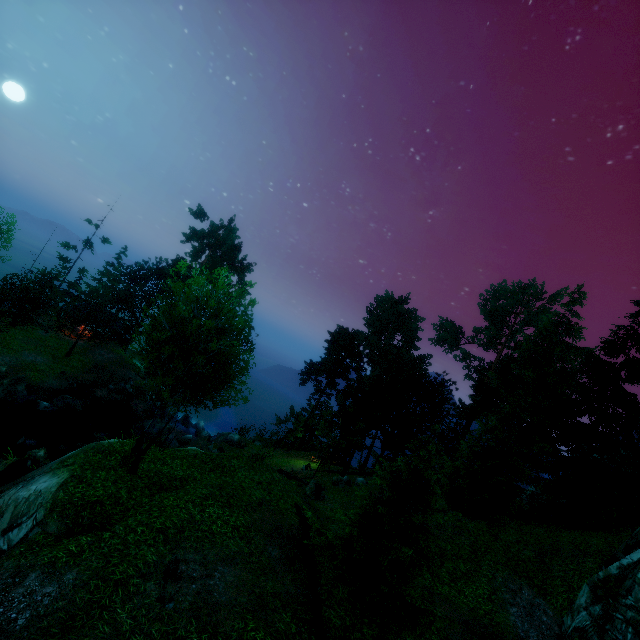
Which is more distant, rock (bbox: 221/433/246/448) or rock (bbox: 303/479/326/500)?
rock (bbox: 221/433/246/448)

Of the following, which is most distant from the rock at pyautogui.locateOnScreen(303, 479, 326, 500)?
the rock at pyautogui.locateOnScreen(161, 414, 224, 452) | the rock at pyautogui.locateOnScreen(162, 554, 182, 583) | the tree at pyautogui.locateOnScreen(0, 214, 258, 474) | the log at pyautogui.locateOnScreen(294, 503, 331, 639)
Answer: the rock at pyautogui.locateOnScreen(162, 554, 182, 583)

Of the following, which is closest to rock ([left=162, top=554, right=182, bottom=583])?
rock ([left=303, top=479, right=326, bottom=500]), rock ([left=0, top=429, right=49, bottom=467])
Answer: rock ([left=303, top=479, right=326, bottom=500])

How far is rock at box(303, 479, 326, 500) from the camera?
23.5m

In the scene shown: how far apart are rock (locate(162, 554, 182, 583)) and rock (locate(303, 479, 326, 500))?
15.7 meters

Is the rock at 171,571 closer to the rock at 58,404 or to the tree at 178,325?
the tree at 178,325

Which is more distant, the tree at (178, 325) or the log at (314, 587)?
the tree at (178, 325)

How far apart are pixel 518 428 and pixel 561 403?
9.0 meters
